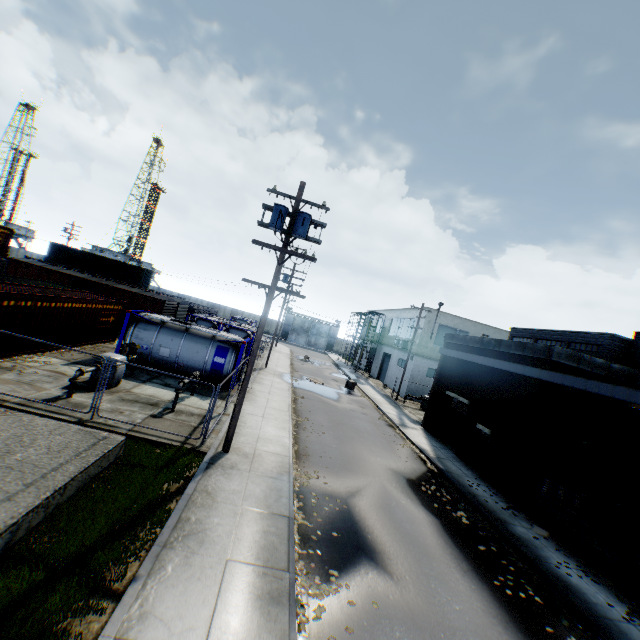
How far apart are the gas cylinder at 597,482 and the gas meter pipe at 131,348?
21.52m

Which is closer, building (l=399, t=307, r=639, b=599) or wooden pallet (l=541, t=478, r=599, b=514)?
A: building (l=399, t=307, r=639, b=599)

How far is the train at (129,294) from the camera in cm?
2677

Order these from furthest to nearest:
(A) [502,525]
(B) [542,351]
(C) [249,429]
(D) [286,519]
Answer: (B) [542,351] < (C) [249,429] < (A) [502,525] < (D) [286,519]

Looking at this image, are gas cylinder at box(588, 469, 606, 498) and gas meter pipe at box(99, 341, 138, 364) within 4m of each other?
no

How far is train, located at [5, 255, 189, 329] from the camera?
26.77m

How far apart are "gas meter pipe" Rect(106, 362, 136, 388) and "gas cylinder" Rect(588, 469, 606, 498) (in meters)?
21.52

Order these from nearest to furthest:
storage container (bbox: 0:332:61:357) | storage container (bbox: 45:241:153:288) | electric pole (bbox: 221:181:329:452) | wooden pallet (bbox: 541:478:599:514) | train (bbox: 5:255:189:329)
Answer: electric pole (bbox: 221:181:329:452) < wooden pallet (bbox: 541:478:599:514) < storage container (bbox: 0:332:61:357) < train (bbox: 5:255:189:329) < storage container (bbox: 45:241:153:288)
